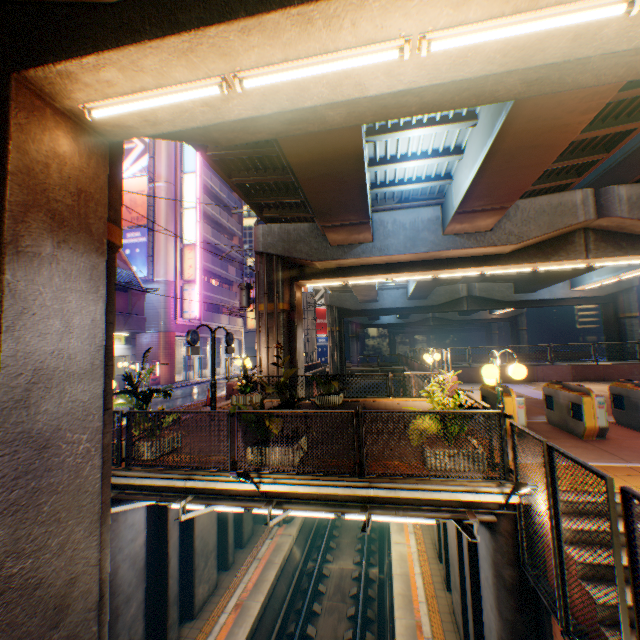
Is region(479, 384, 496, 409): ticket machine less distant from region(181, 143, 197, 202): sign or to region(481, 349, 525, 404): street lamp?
region(481, 349, 525, 404): street lamp

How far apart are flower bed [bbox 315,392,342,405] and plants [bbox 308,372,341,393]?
0.0 meters

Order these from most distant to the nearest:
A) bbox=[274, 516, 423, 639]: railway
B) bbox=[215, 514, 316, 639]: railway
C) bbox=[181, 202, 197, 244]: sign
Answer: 1. bbox=[181, 202, 197, 244]: sign
2. bbox=[274, 516, 423, 639]: railway
3. bbox=[215, 514, 316, 639]: railway

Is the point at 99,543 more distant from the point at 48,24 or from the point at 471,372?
the point at 471,372

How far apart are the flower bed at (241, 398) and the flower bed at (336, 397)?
2.7 meters

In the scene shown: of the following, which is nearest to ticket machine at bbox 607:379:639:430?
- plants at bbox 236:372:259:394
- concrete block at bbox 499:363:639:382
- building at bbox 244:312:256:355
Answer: concrete block at bbox 499:363:639:382

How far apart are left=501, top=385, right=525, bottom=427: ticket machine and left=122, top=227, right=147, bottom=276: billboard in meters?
26.8 m

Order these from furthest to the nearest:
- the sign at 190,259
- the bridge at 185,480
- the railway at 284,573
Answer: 1. the sign at 190,259
2. the railway at 284,573
3. the bridge at 185,480
